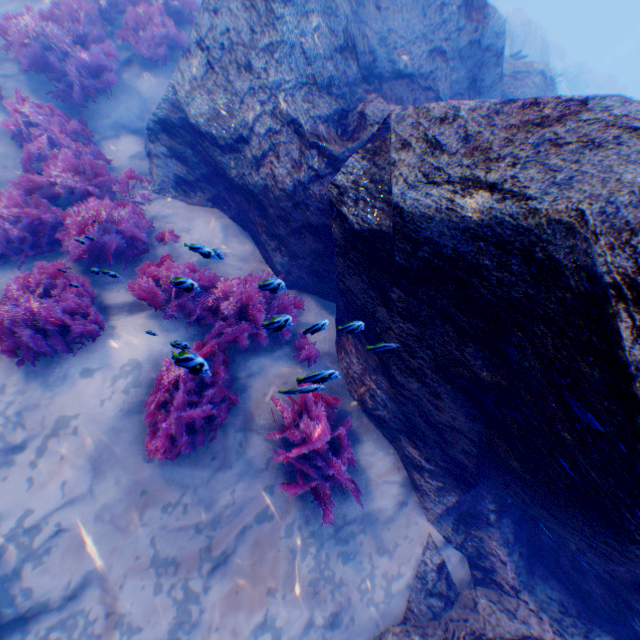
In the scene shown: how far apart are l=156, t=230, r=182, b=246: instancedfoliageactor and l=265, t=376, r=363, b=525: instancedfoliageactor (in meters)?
3.02

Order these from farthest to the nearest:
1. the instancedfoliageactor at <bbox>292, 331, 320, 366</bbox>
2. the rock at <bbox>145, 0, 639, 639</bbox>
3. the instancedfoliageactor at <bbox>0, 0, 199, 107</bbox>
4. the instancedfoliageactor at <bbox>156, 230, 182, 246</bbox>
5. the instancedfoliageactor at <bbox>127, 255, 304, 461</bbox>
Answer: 1. the instancedfoliageactor at <bbox>0, 0, 199, 107</bbox>
2. the instancedfoliageactor at <bbox>156, 230, 182, 246</bbox>
3. the instancedfoliageactor at <bbox>292, 331, 320, 366</bbox>
4. the instancedfoliageactor at <bbox>127, 255, 304, 461</bbox>
5. the rock at <bbox>145, 0, 639, 639</bbox>

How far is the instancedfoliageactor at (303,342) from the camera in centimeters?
457cm

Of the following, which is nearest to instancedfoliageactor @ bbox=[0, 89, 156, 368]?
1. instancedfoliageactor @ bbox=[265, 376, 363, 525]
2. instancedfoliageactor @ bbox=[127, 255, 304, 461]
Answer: instancedfoliageactor @ bbox=[127, 255, 304, 461]

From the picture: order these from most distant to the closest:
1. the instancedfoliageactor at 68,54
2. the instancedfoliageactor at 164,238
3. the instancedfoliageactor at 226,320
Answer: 1. the instancedfoliageactor at 68,54
2. the instancedfoliageactor at 164,238
3. the instancedfoliageactor at 226,320

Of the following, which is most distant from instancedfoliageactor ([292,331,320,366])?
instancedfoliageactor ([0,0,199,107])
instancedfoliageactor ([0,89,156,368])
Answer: instancedfoliageactor ([0,0,199,107])

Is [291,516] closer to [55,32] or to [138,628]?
[138,628]

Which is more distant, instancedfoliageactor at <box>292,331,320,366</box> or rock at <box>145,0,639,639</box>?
instancedfoliageactor at <box>292,331,320,366</box>
